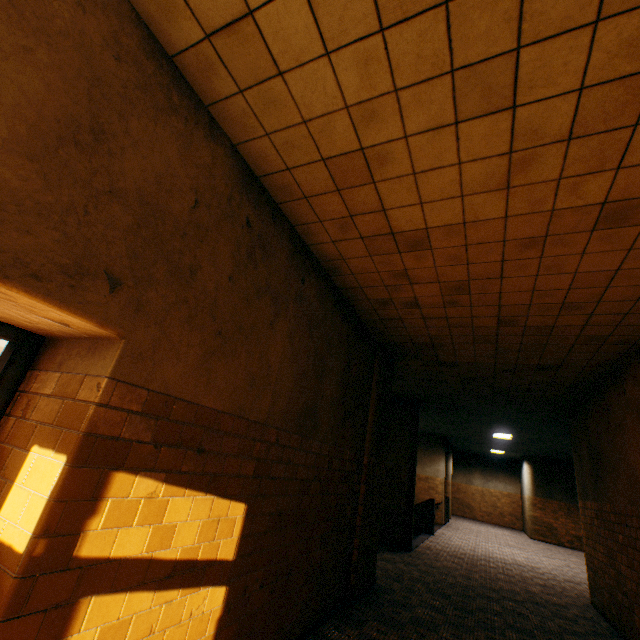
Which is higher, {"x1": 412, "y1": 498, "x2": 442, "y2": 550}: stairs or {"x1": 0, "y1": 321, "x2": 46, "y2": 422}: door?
{"x1": 0, "y1": 321, "x2": 46, "y2": 422}: door

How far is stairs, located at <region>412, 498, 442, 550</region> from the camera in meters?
10.6

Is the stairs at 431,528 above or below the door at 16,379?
below

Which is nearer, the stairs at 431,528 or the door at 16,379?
the door at 16,379

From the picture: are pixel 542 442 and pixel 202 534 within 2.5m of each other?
no

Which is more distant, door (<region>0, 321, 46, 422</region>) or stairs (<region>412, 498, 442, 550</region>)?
stairs (<region>412, 498, 442, 550</region>)
